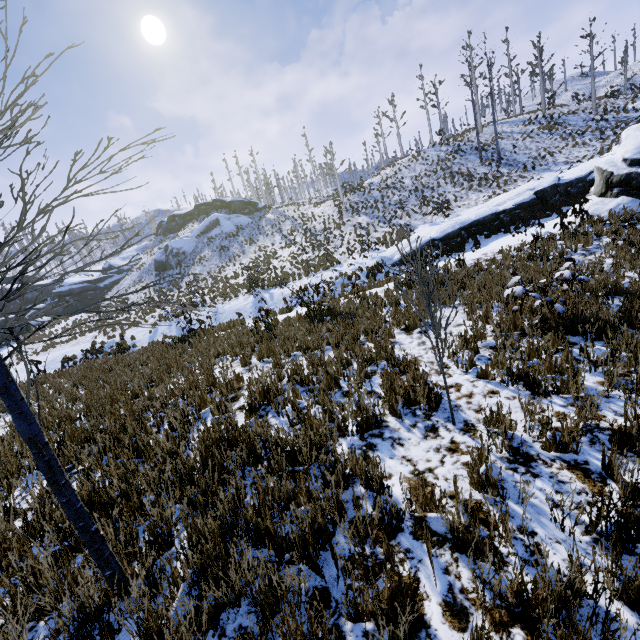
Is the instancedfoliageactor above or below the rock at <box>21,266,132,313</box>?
below

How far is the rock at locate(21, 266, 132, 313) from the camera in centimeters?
4566cm

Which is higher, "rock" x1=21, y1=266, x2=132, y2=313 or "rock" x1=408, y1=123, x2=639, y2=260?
"rock" x1=21, y1=266, x2=132, y2=313

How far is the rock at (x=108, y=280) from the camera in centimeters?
4566cm

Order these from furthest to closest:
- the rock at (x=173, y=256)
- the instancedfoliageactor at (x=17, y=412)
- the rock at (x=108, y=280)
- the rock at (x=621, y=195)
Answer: the rock at (x=108, y=280) → the rock at (x=173, y=256) → the rock at (x=621, y=195) → the instancedfoliageactor at (x=17, y=412)

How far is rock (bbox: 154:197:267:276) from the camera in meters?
42.0 m

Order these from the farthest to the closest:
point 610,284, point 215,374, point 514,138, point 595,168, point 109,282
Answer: point 109,282 → point 514,138 → point 595,168 → point 610,284 → point 215,374

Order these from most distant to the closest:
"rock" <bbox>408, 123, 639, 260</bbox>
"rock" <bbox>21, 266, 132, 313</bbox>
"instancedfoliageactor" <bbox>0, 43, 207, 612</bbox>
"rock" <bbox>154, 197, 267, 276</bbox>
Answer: "rock" <bbox>21, 266, 132, 313</bbox>
"rock" <bbox>154, 197, 267, 276</bbox>
"rock" <bbox>408, 123, 639, 260</bbox>
"instancedfoliageactor" <bbox>0, 43, 207, 612</bbox>
